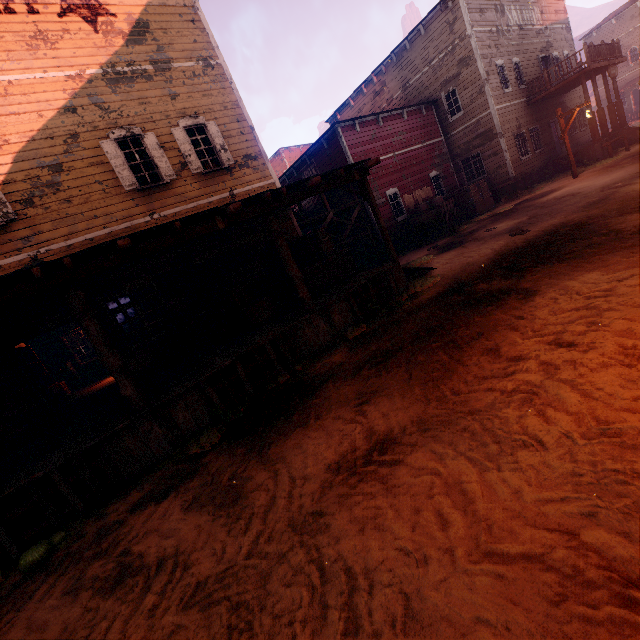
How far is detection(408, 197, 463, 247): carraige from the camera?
15.00m

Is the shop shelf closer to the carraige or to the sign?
the sign

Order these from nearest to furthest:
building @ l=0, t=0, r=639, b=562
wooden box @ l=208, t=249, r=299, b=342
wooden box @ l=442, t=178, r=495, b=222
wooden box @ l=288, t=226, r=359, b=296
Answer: building @ l=0, t=0, r=639, b=562
wooden box @ l=208, t=249, r=299, b=342
wooden box @ l=288, t=226, r=359, b=296
wooden box @ l=442, t=178, r=495, b=222

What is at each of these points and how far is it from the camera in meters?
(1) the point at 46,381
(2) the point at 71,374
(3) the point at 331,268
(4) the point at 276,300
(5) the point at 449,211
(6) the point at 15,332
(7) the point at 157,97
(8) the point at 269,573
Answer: (1) shop shelf, 11.7
(2) stove, 14.0
(3) wooden box, 9.9
(4) wooden box, 10.3
(5) carraige, 16.2
(6) sign, 6.2
(7) building, 9.5
(8) z, 2.7

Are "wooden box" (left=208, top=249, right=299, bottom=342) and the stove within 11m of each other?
yes

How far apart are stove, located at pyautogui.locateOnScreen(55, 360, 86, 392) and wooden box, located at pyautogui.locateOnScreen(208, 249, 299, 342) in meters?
9.2

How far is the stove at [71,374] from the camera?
13.8m

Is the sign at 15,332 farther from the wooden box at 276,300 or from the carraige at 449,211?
the carraige at 449,211
